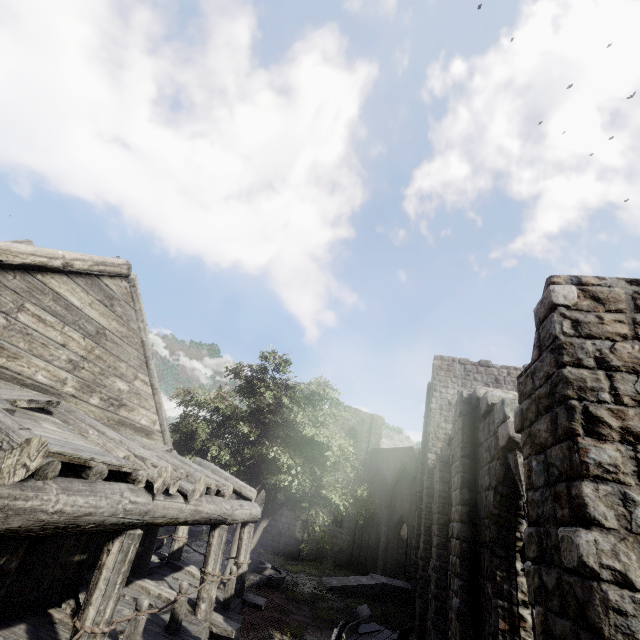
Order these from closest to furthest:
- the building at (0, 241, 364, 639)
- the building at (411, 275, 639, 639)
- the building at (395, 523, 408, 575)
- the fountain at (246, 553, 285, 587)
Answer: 1. the building at (411, 275, 639, 639)
2. the building at (0, 241, 364, 639)
3. the fountain at (246, 553, 285, 587)
4. the building at (395, 523, 408, 575)

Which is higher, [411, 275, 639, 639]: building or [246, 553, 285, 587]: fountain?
[411, 275, 639, 639]: building

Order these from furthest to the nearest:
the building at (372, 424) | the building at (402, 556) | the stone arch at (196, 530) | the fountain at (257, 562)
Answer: the building at (372, 424) < the building at (402, 556) < the stone arch at (196, 530) < the fountain at (257, 562)

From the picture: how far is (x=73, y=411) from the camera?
5.7m

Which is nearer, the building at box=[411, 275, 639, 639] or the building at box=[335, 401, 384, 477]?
the building at box=[411, 275, 639, 639]

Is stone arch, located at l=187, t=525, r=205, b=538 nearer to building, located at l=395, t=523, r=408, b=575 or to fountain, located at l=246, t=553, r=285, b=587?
building, located at l=395, t=523, r=408, b=575

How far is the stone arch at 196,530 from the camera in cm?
2598
